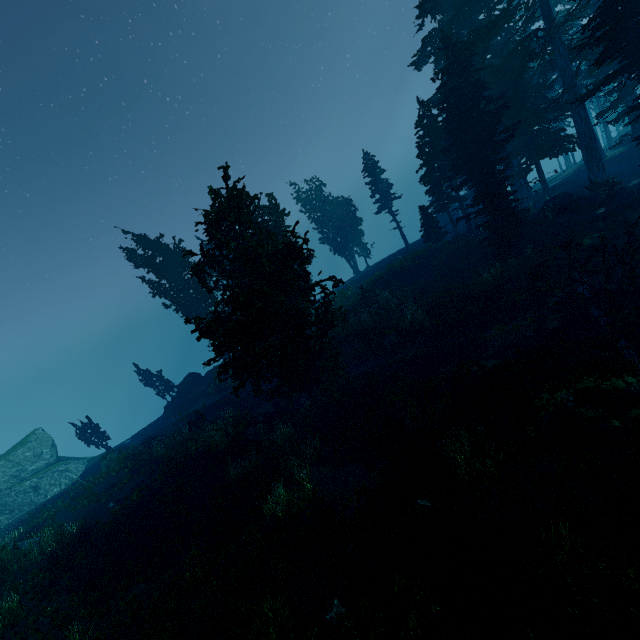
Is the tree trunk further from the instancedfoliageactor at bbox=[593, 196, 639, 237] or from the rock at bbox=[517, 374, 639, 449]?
the rock at bbox=[517, 374, 639, 449]

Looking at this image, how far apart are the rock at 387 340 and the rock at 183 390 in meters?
23.1 m

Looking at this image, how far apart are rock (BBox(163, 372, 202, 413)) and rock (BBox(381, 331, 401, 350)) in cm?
2315

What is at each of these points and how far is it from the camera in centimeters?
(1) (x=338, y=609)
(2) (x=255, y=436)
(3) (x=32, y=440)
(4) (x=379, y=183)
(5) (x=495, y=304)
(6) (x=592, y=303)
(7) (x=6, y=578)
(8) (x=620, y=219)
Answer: (1) instancedfoliageactor, 824cm
(2) rock, 1916cm
(3) rock, 3659cm
(4) instancedfoliageactor, 3797cm
(5) tree trunk, 1931cm
(6) tree, 1332cm
(7) instancedfoliageactor, 1423cm
(8) instancedfoliageactor, 1772cm

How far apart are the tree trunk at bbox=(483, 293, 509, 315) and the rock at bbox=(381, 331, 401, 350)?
5.51m

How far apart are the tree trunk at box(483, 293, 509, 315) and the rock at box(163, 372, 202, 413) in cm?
3028

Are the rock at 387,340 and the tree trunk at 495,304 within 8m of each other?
yes
